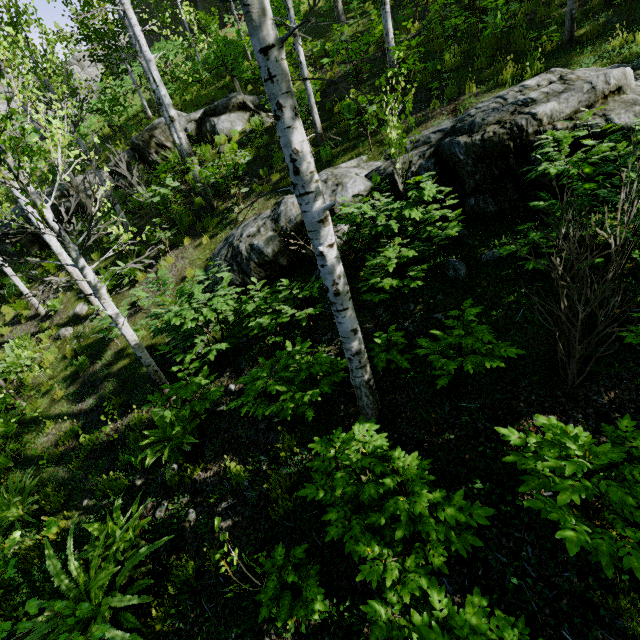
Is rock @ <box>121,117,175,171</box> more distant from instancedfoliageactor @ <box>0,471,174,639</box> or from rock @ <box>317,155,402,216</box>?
rock @ <box>317,155,402,216</box>

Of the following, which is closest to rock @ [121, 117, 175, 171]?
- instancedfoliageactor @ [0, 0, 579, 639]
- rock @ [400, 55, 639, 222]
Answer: instancedfoliageactor @ [0, 0, 579, 639]

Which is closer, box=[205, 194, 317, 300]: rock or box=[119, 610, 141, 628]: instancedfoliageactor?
box=[119, 610, 141, 628]: instancedfoliageactor

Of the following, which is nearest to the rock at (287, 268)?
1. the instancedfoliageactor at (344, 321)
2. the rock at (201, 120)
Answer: the instancedfoliageactor at (344, 321)

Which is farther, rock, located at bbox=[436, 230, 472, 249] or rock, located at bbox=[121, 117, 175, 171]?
rock, located at bbox=[121, 117, 175, 171]

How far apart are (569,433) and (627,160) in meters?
2.7
